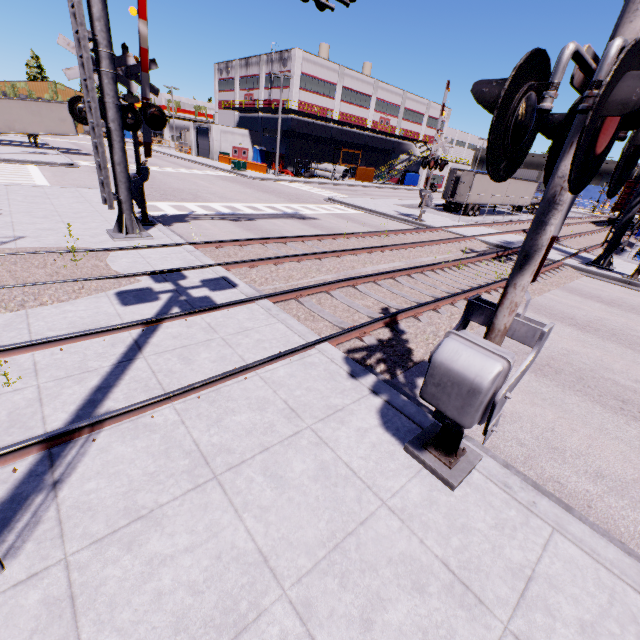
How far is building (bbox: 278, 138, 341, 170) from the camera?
47.9 meters

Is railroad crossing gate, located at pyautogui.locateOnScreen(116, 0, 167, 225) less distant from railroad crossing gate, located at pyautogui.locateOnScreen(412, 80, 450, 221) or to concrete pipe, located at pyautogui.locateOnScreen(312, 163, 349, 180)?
railroad crossing gate, located at pyautogui.locateOnScreen(412, 80, 450, 221)

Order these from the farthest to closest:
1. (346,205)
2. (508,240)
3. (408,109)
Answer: (408,109), (346,205), (508,240)

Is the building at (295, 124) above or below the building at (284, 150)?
above

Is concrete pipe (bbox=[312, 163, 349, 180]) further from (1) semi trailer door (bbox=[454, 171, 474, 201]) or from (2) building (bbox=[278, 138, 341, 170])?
(1) semi trailer door (bbox=[454, 171, 474, 201])

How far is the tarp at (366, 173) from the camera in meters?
46.9 m

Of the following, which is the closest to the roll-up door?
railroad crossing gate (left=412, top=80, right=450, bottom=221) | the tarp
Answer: the tarp
